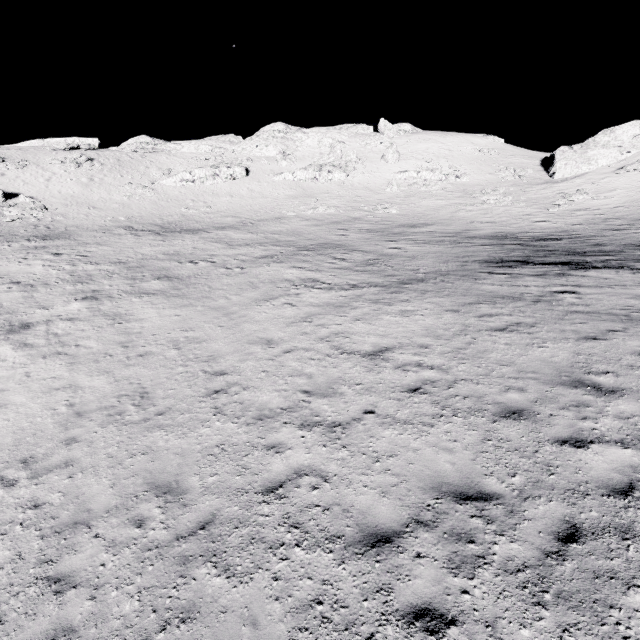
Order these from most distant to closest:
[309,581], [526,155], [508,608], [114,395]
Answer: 1. [526,155]
2. [114,395]
3. [309,581]
4. [508,608]

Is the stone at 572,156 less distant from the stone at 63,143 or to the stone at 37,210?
the stone at 37,210

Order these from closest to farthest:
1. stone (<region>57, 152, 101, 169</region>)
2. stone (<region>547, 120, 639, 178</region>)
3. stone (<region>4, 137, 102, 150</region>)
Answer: stone (<region>547, 120, 639, 178</region>)
stone (<region>57, 152, 101, 169</region>)
stone (<region>4, 137, 102, 150</region>)

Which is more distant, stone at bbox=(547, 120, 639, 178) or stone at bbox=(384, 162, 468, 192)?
stone at bbox=(384, 162, 468, 192)

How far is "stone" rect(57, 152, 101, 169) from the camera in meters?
43.4 m

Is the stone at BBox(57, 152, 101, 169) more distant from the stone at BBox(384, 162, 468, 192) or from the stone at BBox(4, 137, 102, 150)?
the stone at BBox(384, 162, 468, 192)

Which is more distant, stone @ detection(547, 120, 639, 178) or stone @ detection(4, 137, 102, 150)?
stone @ detection(4, 137, 102, 150)

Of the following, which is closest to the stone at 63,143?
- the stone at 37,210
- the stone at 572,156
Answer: the stone at 37,210
